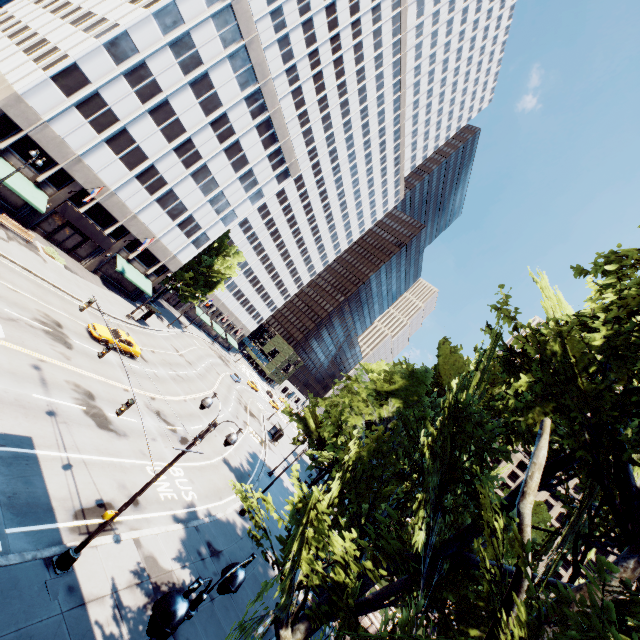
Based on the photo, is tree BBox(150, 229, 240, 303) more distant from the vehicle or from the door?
the vehicle

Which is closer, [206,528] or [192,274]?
[206,528]

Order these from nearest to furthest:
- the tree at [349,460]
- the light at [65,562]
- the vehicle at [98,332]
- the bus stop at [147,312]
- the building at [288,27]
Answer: the tree at [349,460] < the light at [65,562] < the vehicle at [98,332] < the building at [288,27] < the bus stop at [147,312]

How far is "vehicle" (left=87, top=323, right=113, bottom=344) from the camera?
26.7m

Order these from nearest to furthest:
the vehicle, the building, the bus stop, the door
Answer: the vehicle → the building → the door → the bus stop

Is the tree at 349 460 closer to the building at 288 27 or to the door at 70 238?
the building at 288 27

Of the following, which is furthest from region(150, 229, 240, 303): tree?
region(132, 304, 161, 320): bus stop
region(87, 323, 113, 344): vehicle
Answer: region(87, 323, 113, 344): vehicle

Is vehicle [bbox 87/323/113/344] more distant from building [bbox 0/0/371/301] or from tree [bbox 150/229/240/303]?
tree [bbox 150/229/240/303]
